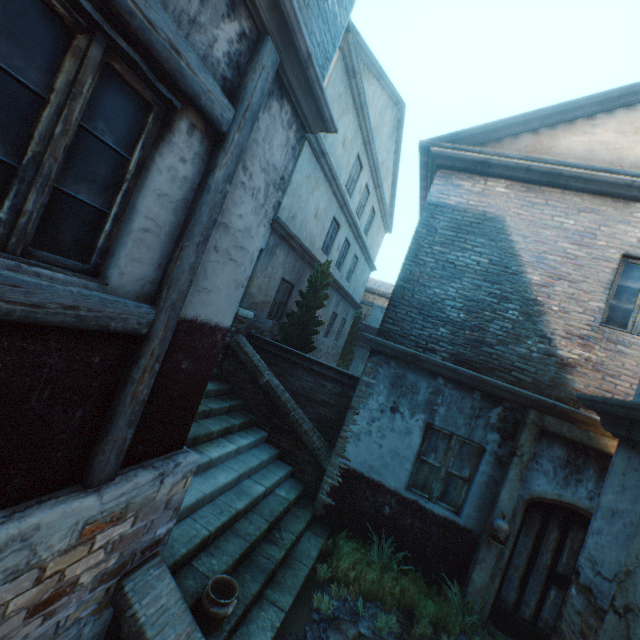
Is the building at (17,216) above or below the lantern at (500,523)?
above

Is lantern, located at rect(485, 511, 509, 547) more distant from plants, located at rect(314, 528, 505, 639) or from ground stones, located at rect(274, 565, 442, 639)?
ground stones, located at rect(274, 565, 442, 639)

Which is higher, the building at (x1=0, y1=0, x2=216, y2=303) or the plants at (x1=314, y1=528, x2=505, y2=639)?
the building at (x1=0, y1=0, x2=216, y2=303)

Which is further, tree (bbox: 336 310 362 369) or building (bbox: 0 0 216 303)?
tree (bbox: 336 310 362 369)

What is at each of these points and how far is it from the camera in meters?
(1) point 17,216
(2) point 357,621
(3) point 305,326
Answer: (1) building, 1.7 m
(2) ground stones, 4.6 m
(3) tree, 9.3 m

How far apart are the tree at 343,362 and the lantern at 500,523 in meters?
14.4 m

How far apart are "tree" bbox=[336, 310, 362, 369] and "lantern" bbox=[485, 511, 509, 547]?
14.4 meters

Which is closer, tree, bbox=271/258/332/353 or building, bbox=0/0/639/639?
building, bbox=0/0/639/639
